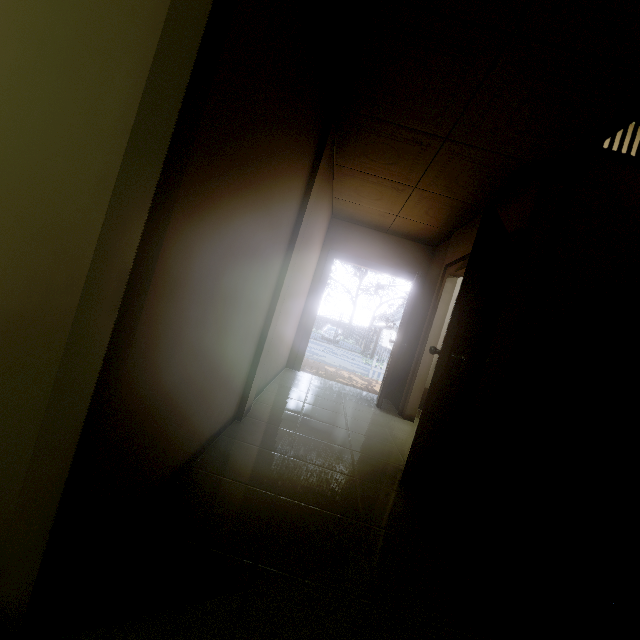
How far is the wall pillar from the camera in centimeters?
263cm

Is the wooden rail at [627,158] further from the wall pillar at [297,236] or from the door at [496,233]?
the wall pillar at [297,236]

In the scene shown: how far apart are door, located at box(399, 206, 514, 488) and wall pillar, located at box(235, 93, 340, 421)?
1.28m

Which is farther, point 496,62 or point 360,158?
point 360,158

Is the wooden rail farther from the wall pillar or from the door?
the wall pillar

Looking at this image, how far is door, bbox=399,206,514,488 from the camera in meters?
2.3

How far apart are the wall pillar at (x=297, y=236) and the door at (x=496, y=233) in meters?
1.3 m
